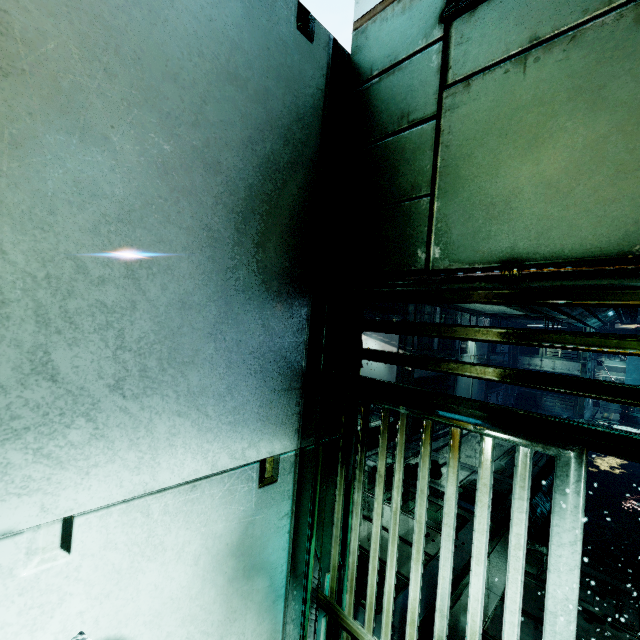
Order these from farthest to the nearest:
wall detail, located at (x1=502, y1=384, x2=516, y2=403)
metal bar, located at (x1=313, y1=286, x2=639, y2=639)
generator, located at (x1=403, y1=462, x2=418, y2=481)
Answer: wall detail, located at (x1=502, y1=384, x2=516, y2=403), generator, located at (x1=403, y1=462, x2=418, y2=481), metal bar, located at (x1=313, y1=286, x2=639, y2=639)

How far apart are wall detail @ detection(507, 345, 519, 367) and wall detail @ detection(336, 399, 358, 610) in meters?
16.5

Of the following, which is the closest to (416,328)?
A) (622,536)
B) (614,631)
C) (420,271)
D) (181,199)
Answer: (420,271)

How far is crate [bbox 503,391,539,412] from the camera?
15.5m

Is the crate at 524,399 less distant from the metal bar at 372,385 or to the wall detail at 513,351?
the wall detail at 513,351

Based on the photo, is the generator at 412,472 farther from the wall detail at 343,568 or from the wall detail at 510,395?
the wall detail at 510,395

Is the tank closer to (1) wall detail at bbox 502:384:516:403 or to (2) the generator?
(1) wall detail at bbox 502:384:516:403

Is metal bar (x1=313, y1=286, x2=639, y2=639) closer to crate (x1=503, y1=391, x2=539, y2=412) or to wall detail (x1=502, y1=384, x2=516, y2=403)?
crate (x1=503, y1=391, x2=539, y2=412)
